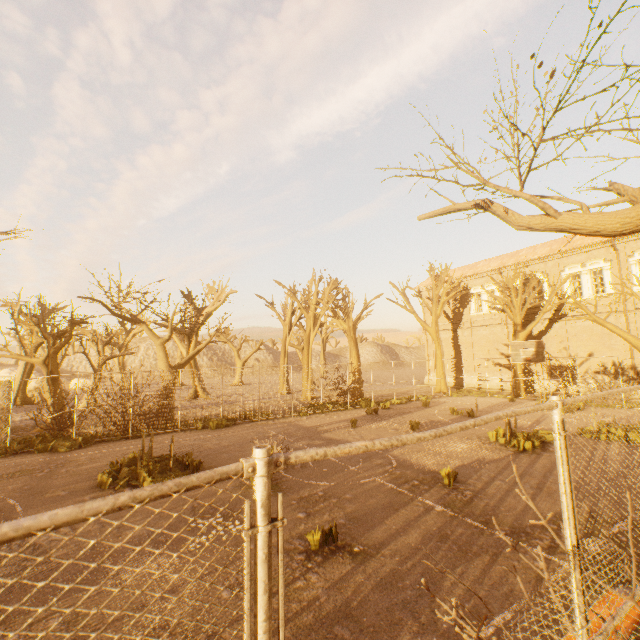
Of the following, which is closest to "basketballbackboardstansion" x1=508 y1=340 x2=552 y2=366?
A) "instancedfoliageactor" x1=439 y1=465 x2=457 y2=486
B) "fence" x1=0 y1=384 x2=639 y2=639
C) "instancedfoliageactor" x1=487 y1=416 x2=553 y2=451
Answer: "fence" x1=0 y1=384 x2=639 y2=639

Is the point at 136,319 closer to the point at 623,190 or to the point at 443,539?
the point at 443,539

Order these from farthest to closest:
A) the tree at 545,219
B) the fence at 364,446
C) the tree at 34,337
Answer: the tree at 34,337, the tree at 545,219, the fence at 364,446

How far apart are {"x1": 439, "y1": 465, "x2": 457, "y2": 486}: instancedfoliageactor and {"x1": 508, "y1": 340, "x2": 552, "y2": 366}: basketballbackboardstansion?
11.50m

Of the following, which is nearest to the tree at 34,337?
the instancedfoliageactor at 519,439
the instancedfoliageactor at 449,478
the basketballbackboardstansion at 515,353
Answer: the basketballbackboardstansion at 515,353

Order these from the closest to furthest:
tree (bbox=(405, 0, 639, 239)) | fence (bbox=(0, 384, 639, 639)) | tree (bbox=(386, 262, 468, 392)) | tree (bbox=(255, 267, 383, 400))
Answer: fence (bbox=(0, 384, 639, 639)), tree (bbox=(405, 0, 639, 239)), tree (bbox=(255, 267, 383, 400)), tree (bbox=(386, 262, 468, 392))

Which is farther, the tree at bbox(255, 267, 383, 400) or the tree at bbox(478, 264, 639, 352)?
the tree at bbox(255, 267, 383, 400)

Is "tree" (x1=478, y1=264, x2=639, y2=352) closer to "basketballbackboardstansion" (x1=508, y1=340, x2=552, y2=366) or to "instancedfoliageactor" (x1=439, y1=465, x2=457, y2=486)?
"basketballbackboardstansion" (x1=508, y1=340, x2=552, y2=366)
